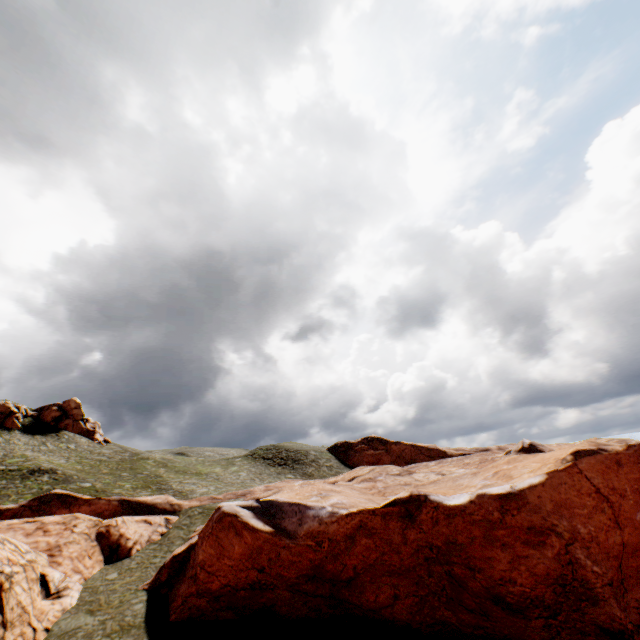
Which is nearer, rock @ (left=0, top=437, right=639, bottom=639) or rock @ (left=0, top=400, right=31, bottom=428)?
rock @ (left=0, top=437, right=639, bottom=639)

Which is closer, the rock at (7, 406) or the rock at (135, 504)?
the rock at (135, 504)

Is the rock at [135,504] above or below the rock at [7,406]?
below

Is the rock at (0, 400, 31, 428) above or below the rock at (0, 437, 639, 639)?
above

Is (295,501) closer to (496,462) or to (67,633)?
(67,633)
